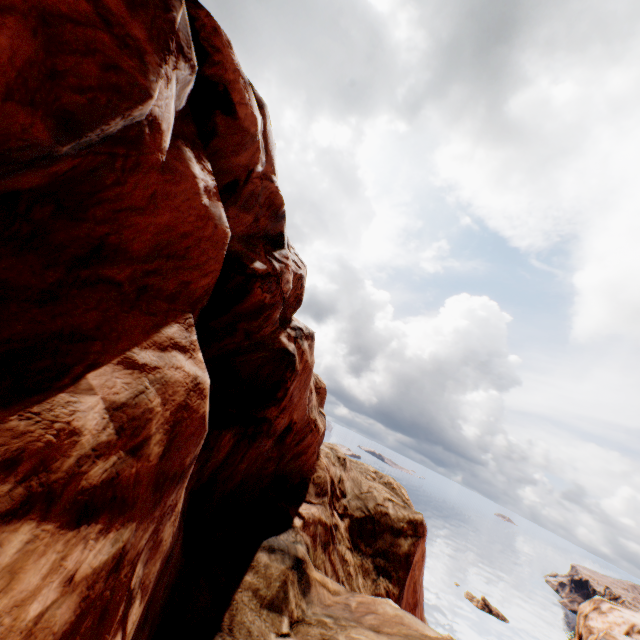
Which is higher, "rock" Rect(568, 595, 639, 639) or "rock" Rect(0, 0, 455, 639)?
"rock" Rect(0, 0, 455, 639)

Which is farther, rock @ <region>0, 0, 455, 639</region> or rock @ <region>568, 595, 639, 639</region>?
rock @ <region>568, 595, 639, 639</region>

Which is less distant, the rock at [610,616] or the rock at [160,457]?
the rock at [160,457]

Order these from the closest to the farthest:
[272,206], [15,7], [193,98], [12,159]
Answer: [15,7] → [12,159] → [193,98] → [272,206]

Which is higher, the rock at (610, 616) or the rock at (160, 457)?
the rock at (160, 457)
